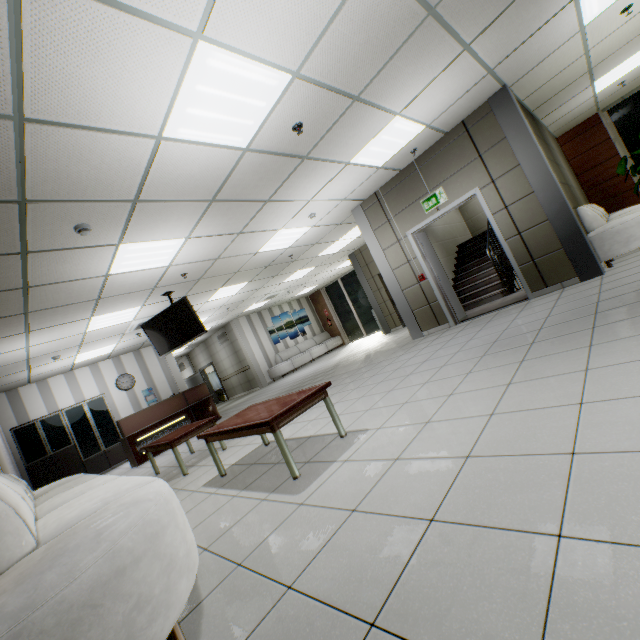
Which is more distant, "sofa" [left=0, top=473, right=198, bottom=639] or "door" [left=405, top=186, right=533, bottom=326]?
"door" [left=405, top=186, right=533, bottom=326]

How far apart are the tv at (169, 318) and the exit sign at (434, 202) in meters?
5.0 m

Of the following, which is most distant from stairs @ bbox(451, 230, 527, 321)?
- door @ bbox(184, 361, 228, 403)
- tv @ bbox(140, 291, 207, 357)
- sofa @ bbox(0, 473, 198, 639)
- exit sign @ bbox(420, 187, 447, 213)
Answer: door @ bbox(184, 361, 228, 403)

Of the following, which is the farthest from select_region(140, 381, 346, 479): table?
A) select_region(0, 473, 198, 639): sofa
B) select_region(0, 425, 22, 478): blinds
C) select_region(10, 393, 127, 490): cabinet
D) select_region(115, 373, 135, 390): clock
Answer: select_region(115, 373, 135, 390): clock

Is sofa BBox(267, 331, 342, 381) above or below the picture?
below

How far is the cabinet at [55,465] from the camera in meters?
8.5

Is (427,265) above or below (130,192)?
below

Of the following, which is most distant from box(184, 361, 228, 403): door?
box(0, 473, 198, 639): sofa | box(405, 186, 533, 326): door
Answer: box(405, 186, 533, 326): door
